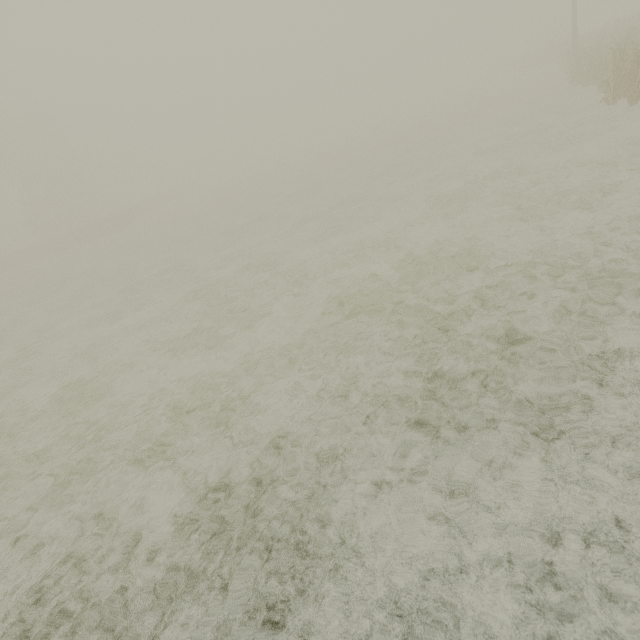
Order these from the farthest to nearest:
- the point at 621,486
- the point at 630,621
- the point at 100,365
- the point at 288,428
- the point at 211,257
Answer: the point at 211,257
the point at 100,365
the point at 288,428
the point at 621,486
the point at 630,621
